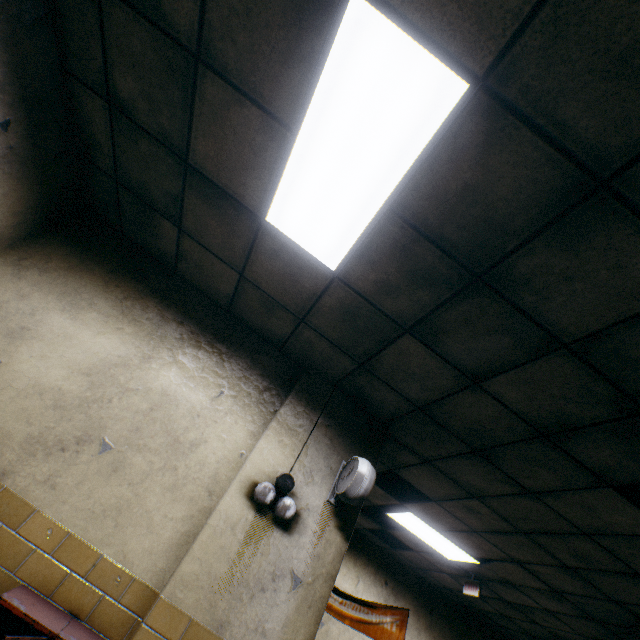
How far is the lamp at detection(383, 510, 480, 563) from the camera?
4.6m

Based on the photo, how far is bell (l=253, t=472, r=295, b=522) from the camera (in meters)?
2.47

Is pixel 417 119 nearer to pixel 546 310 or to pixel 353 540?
pixel 546 310

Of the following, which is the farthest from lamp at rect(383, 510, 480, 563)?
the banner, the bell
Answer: the bell

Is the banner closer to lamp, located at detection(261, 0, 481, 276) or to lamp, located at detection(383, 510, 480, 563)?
lamp, located at detection(383, 510, 480, 563)

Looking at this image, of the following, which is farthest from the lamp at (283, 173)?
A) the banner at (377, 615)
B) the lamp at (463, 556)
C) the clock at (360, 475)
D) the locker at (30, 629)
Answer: the banner at (377, 615)

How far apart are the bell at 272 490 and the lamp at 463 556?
2.7 meters

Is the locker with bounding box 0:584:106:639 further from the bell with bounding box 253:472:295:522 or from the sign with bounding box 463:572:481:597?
the sign with bounding box 463:572:481:597
